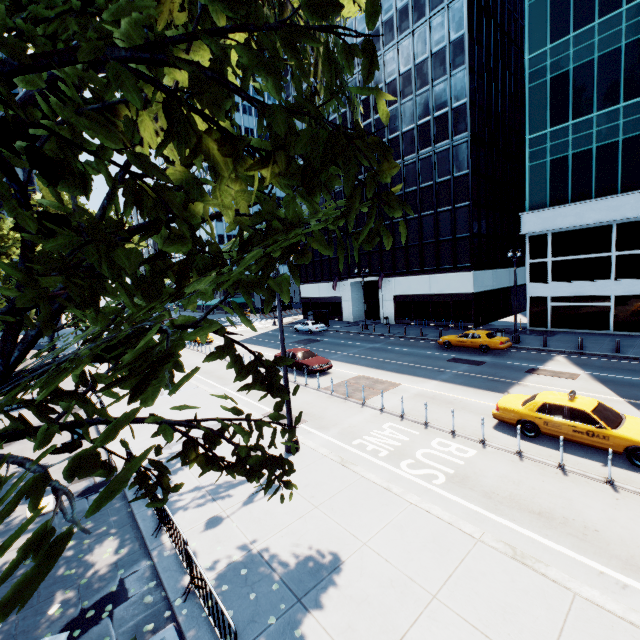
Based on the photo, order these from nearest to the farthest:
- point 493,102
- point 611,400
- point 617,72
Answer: point 611,400 < point 617,72 < point 493,102

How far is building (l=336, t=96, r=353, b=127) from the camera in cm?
4269

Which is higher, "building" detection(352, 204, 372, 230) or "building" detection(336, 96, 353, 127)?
"building" detection(336, 96, 353, 127)

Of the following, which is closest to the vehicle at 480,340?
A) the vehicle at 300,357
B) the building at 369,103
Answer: the building at 369,103

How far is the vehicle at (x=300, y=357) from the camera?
21.5m

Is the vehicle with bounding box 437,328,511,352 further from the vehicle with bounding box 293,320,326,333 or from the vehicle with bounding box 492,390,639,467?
the vehicle with bounding box 293,320,326,333

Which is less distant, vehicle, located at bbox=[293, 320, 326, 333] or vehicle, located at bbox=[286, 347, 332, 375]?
vehicle, located at bbox=[286, 347, 332, 375]
